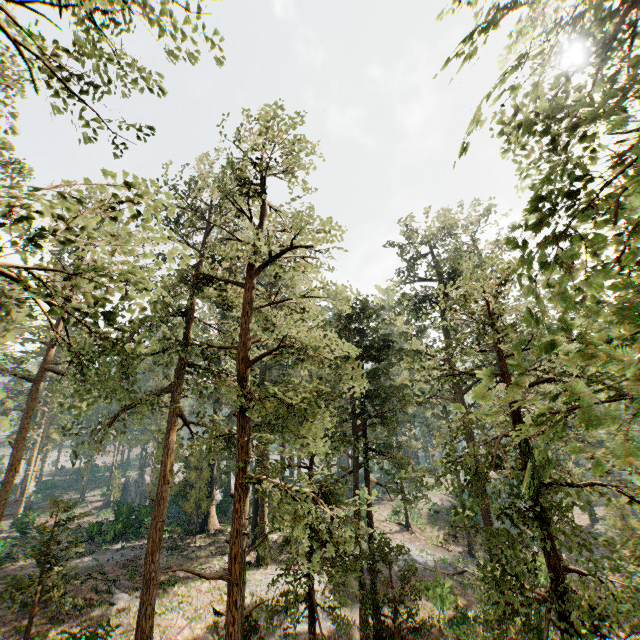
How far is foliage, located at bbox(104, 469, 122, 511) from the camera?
51.0 meters

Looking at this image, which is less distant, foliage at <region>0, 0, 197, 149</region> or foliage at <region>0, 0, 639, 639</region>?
foliage at <region>0, 0, 639, 639</region>

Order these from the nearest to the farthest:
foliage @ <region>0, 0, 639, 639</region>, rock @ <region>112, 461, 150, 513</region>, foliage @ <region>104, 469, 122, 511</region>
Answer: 1. foliage @ <region>0, 0, 639, 639</region>
2. rock @ <region>112, 461, 150, 513</region>
3. foliage @ <region>104, 469, 122, 511</region>

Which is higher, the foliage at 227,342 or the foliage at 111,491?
the foliage at 227,342

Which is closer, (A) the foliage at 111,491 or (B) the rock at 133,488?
(B) the rock at 133,488

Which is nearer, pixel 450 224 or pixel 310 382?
pixel 310 382

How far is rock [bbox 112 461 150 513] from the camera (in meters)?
35.34
